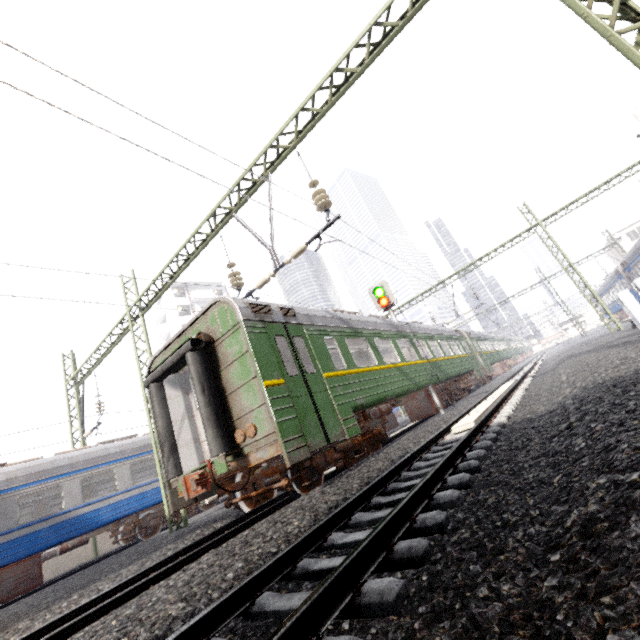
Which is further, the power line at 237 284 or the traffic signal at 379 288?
the traffic signal at 379 288

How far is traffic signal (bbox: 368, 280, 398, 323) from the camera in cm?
1368

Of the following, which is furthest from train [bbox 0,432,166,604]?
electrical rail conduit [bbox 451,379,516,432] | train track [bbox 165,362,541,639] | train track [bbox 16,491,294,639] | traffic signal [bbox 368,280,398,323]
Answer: electrical rail conduit [bbox 451,379,516,432]

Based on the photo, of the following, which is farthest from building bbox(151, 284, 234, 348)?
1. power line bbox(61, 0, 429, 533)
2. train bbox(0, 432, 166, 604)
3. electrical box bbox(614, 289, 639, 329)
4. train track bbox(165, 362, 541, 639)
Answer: electrical box bbox(614, 289, 639, 329)

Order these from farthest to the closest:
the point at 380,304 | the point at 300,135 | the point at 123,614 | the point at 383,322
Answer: the point at 380,304, the point at 383,322, the point at 300,135, the point at 123,614

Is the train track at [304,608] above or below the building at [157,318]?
below

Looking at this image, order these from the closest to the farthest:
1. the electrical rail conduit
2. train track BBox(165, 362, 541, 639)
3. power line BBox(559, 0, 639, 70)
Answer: train track BBox(165, 362, 541, 639)
power line BBox(559, 0, 639, 70)
the electrical rail conduit

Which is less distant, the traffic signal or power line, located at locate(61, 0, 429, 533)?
power line, located at locate(61, 0, 429, 533)
